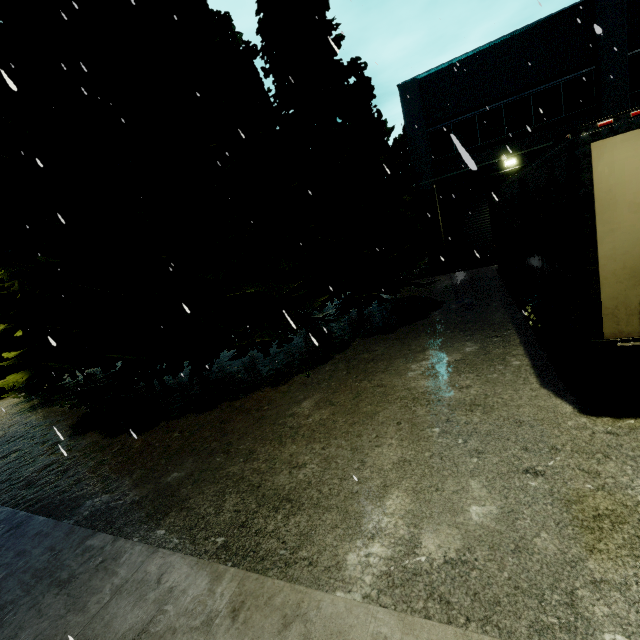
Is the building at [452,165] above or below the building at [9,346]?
above

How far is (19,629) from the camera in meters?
3.2 m

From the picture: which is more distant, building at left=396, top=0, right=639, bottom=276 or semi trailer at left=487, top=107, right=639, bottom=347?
building at left=396, top=0, right=639, bottom=276

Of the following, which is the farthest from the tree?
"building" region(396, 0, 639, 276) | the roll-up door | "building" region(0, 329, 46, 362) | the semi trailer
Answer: the semi trailer

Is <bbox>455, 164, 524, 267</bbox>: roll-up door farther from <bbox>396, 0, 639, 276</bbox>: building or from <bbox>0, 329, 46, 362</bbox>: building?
<bbox>0, 329, 46, 362</bbox>: building

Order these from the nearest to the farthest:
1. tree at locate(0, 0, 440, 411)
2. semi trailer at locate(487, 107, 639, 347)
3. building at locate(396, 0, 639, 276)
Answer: semi trailer at locate(487, 107, 639, 347) < tree at locate(0, 0, 440, 411) < building at locate(396, 0, 639, 276)

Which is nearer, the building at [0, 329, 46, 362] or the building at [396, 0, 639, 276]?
the building at [396, 0, 639, 276]

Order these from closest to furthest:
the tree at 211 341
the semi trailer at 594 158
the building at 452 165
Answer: the semi trailer at 594 158 < the tree at 211 341 < the building at 452 165
